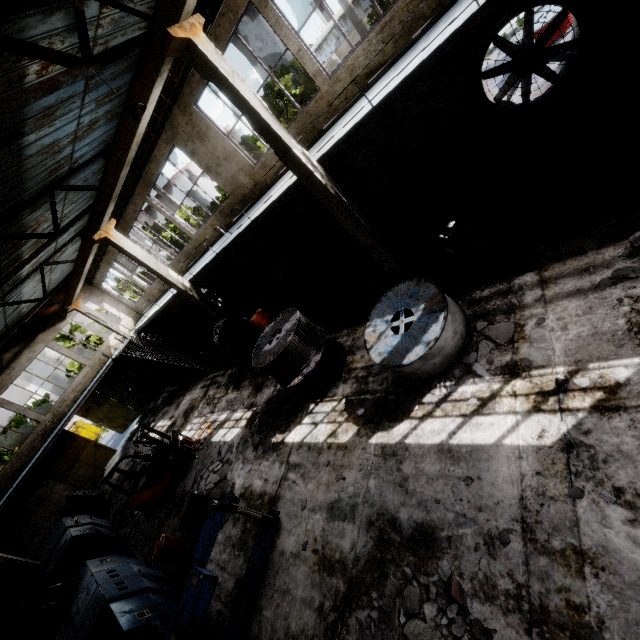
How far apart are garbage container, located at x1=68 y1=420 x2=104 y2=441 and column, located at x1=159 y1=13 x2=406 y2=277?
36.2 meters

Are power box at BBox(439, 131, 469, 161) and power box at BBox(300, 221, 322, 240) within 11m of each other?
yes

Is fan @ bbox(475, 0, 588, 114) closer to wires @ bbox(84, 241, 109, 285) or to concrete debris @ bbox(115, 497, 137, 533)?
wires @ bbox(84, 241, 109, 285)

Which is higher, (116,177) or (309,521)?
(116,177)

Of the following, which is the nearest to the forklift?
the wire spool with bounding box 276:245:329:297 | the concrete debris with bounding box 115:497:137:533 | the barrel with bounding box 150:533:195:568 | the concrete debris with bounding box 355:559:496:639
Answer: the concrete debris with bounding box 115:497:137:533

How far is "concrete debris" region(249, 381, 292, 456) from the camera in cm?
962

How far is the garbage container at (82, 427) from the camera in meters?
32.0 m

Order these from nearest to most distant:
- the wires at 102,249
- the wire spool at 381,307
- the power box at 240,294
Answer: the wire spool at 381,307
the power box at 240,294
the wires at 102,249
